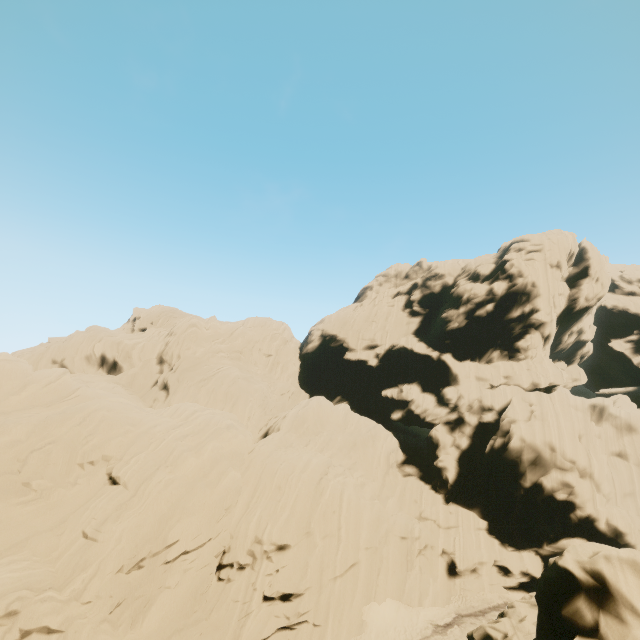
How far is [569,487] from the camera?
28.08m
